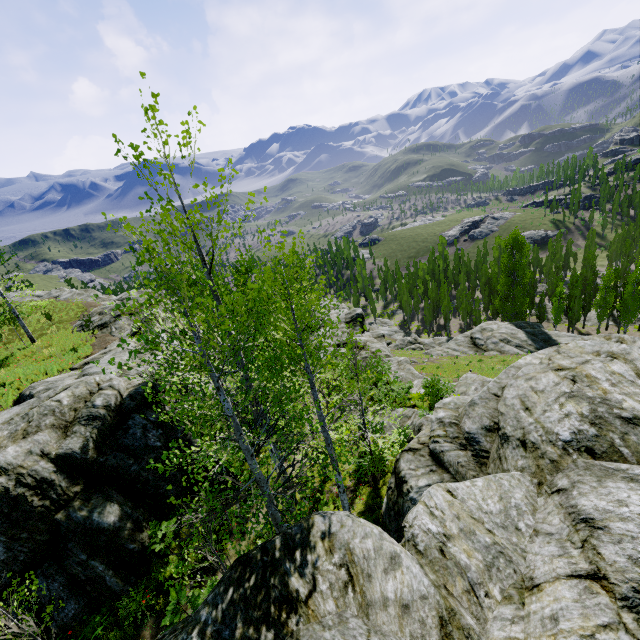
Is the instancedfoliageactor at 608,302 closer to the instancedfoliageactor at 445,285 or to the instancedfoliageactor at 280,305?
the instancedfoliageactor at 445,285

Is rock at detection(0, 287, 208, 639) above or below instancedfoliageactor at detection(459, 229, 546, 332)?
above

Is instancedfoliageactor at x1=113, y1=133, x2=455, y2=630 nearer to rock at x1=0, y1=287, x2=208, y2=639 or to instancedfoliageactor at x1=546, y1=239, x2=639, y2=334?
rock at x1=0, y1=287, x2=208, y2=639

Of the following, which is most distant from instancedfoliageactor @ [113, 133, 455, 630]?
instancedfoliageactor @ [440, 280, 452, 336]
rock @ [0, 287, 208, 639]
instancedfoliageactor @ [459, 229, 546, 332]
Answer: instancedfoliageactor @ [440, 280, 452, 336]

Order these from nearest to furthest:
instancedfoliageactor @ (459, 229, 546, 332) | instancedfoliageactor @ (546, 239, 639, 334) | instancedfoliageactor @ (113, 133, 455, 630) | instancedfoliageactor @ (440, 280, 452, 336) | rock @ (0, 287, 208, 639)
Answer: instancedfoliageactor @ (113, 133, 455, 630) → rock @ (0, 287, 208, 639) → instancedfoliageactor @ (546, 239, 639, 334) → instancedfoliageactor @ (459, 229, 546, 332) → instancedfoliageactor @ (440, 280, 452, 336)

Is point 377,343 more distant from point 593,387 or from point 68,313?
point 68,313

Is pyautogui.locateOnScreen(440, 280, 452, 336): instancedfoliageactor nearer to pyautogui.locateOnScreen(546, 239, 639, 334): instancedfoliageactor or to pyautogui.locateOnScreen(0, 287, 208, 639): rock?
pyautogui.locateOnScreen(546, 239, 639, 334): instancedfoliageactor

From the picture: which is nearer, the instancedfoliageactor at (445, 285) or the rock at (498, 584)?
the rock at (498, 584)
